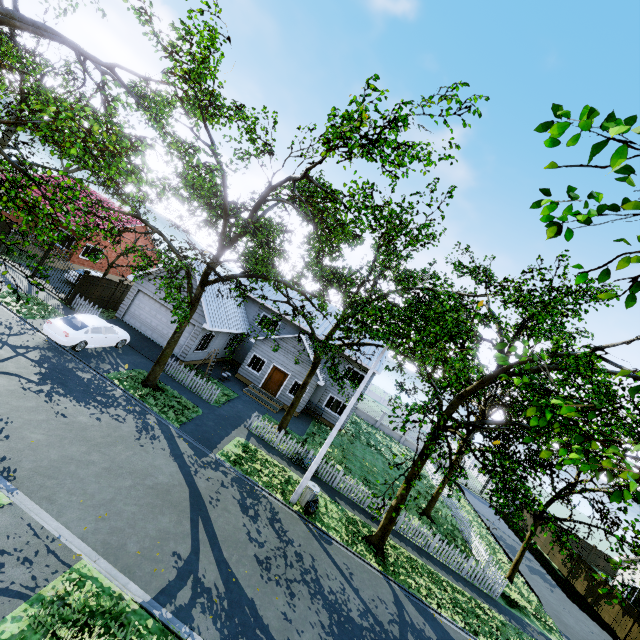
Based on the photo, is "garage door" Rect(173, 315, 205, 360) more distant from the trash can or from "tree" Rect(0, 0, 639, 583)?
the trash can

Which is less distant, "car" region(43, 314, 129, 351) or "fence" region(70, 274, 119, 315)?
"car" region(43, 314, 129, 351)

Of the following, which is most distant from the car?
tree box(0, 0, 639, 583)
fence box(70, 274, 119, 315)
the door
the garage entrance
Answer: the door

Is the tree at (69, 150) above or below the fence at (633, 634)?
above

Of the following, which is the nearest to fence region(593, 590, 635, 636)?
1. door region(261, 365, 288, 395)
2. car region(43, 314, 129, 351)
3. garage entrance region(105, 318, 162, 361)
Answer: garage entrance region(105, 318, 162, 361)

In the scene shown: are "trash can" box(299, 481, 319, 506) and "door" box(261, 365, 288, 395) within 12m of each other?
yes

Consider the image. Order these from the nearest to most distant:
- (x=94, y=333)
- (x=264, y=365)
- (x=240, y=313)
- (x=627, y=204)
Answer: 1. (x=627, y=204)
2. (x=94, y=333)
3. (x=264, y=365)
4. (x=240, y=313)

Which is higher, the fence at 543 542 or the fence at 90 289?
the fence at 90 289
